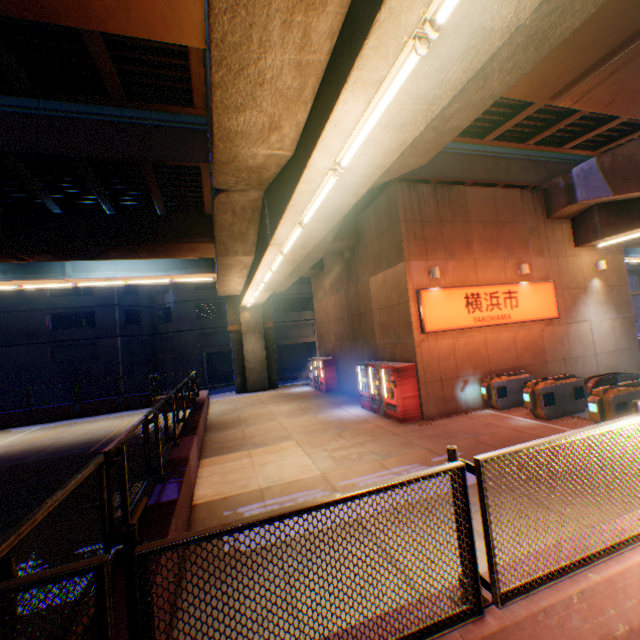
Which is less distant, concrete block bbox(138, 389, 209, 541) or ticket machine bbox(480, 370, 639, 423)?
concrete block bbox(138, 389, 209, 541)

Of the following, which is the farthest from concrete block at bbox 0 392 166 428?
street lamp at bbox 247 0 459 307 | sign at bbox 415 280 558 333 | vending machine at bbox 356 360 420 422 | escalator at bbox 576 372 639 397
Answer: escalator at bbox 576 372 639 397

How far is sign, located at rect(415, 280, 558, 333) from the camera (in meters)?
11.77

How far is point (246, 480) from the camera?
7.9 meters

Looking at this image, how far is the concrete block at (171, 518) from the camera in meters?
4.5 m

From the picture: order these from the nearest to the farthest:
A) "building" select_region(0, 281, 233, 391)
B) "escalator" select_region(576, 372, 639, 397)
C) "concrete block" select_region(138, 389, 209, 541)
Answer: "concrete block" select_region(138, 389, 209, 541)
"escalator" select_region(576, 372, 639, 397)
"building" select_region(0, 281, 233, 391)

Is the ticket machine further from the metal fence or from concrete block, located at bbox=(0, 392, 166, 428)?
concrete block, located at bbox=(0, 392, 166, 428)

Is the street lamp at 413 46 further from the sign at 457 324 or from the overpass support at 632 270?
the sign at 457 324
